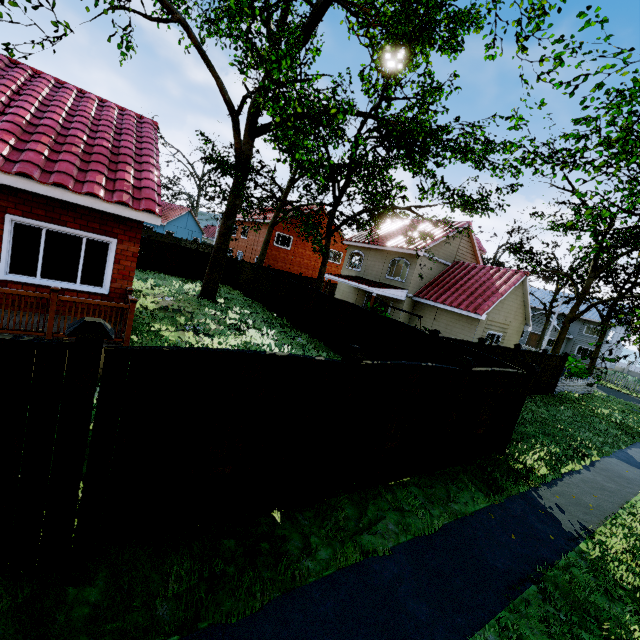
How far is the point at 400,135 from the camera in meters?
12.6

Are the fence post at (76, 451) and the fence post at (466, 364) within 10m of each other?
yes

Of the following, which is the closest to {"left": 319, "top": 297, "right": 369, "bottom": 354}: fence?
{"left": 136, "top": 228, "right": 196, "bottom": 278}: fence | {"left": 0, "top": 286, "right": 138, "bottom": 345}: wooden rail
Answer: {"left": 136, "top": 228, "right": 196, "bottom": 278}: fence

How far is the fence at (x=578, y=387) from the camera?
18.6 meters

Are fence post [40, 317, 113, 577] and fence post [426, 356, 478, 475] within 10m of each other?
yes

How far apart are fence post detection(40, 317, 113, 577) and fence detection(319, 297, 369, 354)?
10.8m

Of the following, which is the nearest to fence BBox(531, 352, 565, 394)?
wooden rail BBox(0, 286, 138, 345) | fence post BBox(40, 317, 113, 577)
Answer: fence post BBox(40, 317, 113, 577)

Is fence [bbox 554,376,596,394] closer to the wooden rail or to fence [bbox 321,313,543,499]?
fence [bbox 321,313,543,499]
